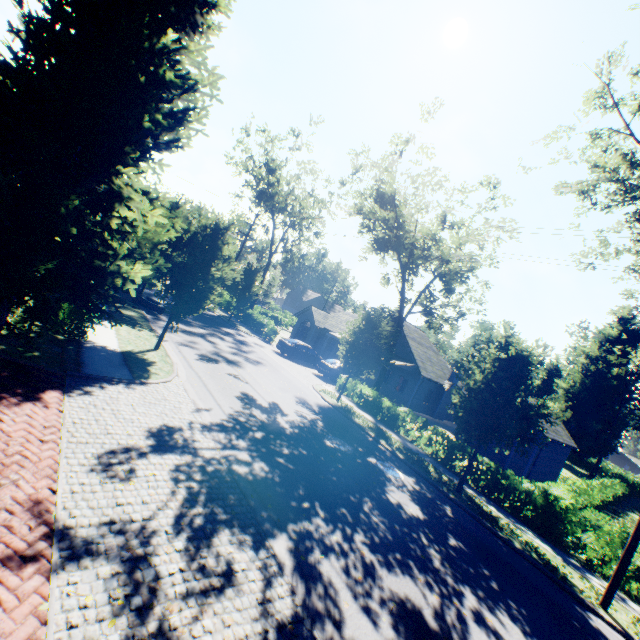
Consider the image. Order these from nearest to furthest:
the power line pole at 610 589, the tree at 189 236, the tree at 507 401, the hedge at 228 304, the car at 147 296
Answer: the tree at 189 236 → the power line pole at 610 589 → the tree at 507 401 → the car at 147 296 → the hedge at 228 304

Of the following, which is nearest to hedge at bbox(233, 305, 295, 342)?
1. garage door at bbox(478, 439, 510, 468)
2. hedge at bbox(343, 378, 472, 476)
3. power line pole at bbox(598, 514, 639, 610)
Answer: garage door at bbox(478, 439, 510, 468)

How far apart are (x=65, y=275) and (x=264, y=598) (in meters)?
7.94

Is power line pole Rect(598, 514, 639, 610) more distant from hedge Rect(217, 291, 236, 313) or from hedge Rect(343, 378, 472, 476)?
hedge Rect(217, 291, 236, 313)

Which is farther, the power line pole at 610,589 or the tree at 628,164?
the tree at 628,164

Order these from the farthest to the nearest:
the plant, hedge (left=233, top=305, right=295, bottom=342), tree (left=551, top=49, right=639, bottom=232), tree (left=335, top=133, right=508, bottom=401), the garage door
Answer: the plant, hedge (left=233, top=305, right=295, bottom=342), the garage door, tree (left=335, top=133, right=508, bottom=401), tree (left=551, top=49, right=639, bottom=232)

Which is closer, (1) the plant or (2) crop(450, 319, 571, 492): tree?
(2) crop(450, 319, 571, 492): tree

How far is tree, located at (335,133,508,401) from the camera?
17.42m
